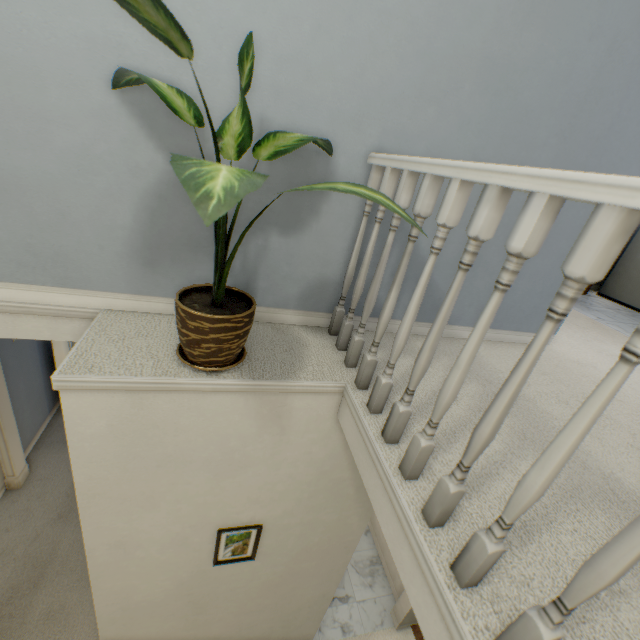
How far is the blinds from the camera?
3.5m

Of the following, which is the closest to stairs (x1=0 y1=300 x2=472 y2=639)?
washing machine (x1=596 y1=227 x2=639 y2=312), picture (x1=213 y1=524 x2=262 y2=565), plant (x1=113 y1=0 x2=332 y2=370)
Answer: plant (x1=113 y1=0 x2=332 y2=370)

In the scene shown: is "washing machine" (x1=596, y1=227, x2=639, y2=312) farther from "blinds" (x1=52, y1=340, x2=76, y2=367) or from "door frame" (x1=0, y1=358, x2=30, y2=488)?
"blinds" (x1=52, y1=340, x2=76, y2=367)

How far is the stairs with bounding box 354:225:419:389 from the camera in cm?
101

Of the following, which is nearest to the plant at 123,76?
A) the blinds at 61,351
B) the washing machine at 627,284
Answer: the blinds at 61,351

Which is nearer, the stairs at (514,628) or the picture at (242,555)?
the stairs at (514,628)

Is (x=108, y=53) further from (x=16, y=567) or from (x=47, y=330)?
(x=16, y=567)

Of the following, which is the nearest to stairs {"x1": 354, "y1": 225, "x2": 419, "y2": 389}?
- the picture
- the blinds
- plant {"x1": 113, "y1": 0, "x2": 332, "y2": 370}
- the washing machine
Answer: plant {"x1": 113, "y1": 0, "x2": 332, "y2": 370}
